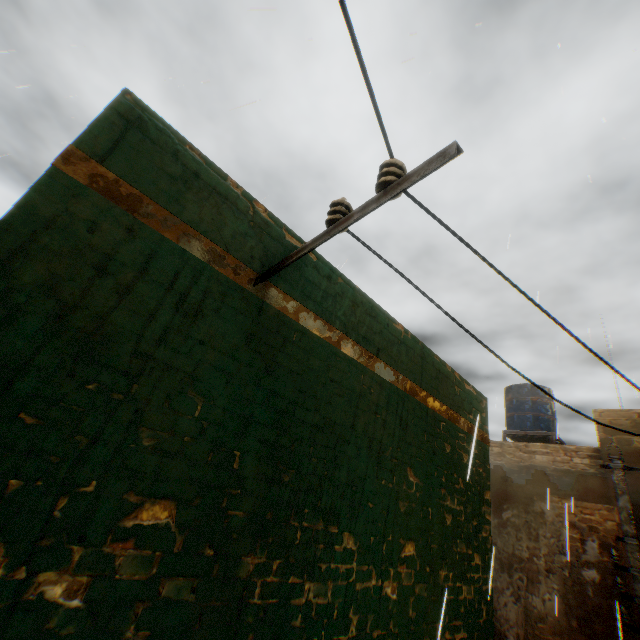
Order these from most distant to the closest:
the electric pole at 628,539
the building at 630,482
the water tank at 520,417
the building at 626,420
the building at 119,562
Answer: the water tank at 520,417 → the building at 626,420 → the building at 630,482 → the electric pole at 628,539 → the building at 119,562

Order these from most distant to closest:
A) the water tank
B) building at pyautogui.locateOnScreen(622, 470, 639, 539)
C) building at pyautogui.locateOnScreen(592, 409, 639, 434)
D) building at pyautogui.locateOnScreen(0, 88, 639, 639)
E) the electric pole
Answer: the water tank, building at pyautogui.locateOnScreen(592, 409, 639, 434), building at pyautogui.locateOnScreen(622, 470, 639, 539), the electric pole, building at pyautogui.locateOnScreen(0, 88, 639, 639)

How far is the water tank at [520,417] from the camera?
11.5m

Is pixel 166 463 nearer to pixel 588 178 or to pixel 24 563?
pixel 24 563

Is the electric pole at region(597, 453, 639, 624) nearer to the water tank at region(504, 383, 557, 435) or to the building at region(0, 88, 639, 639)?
the building at region(0, 88, 639, 639)

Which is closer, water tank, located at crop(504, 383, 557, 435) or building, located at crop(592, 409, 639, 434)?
building, located at crop(592, 409, 639, 434)

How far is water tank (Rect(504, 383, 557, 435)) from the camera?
11.47m
